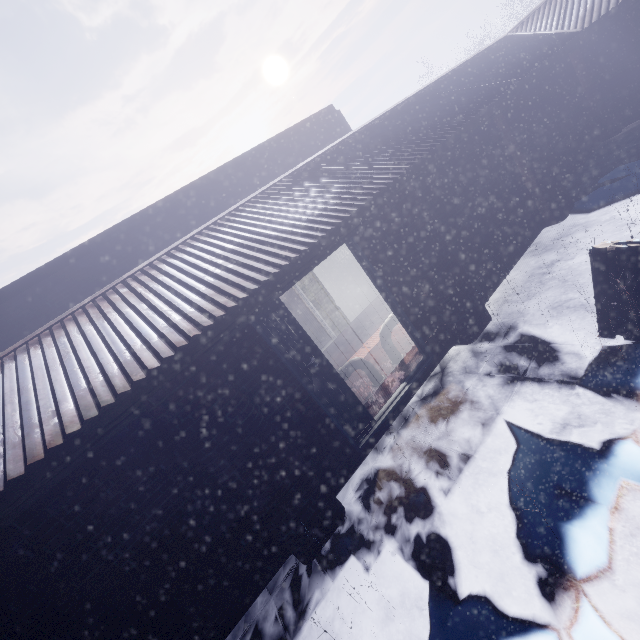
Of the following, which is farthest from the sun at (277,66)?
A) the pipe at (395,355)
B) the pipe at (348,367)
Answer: the pipe at (348,367)

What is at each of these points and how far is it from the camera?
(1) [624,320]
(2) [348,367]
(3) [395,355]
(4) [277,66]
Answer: (1) instancedfoliageactor, 2.8m
(2) pipe, 4.4m
(3) pipe, 4.7m
(4) sun, 56.5m

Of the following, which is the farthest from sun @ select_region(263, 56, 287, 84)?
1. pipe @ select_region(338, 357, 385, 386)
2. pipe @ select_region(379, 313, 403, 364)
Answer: pipe @ select_region(338, 357, 385, 386)

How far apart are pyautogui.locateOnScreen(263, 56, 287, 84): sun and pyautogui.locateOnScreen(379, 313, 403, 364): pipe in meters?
66.8

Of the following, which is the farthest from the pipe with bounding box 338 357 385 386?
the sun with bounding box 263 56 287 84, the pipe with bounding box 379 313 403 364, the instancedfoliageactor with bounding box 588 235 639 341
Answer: the sun with bounding box 263 56 287 84

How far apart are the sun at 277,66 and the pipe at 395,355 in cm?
6677

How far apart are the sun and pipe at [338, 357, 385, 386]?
68.3 meters
